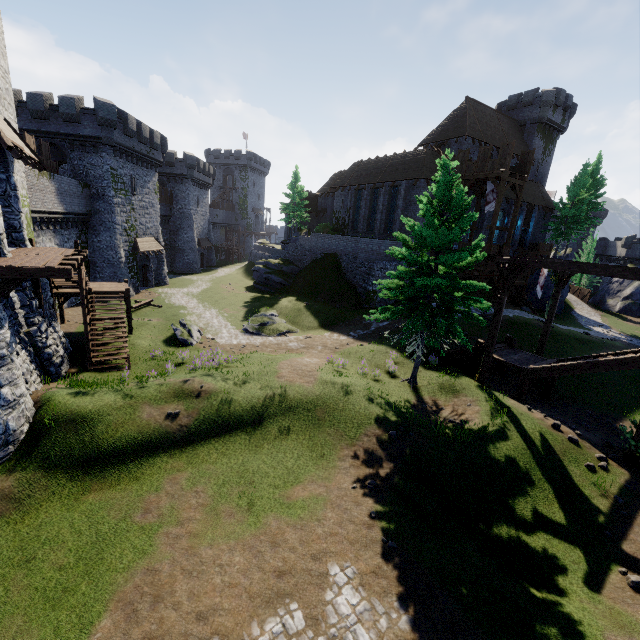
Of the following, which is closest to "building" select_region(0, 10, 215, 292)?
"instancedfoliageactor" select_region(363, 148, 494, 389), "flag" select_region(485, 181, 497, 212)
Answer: "instancedfoliageactor" select_region(363, 148, 494, 389)

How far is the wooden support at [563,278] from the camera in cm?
1794

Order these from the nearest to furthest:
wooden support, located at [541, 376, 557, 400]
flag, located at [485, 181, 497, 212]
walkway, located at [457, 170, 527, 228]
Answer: wooden support, located at [541, 376, 557, 400]
walkway, located at [457, 170, 527, 228]
flag, located at [485, 181, 497, 212]

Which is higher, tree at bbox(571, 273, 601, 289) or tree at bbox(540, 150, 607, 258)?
tree at bbox(540, 150, 607, 258)

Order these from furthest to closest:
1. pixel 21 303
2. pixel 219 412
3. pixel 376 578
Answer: pixel 21 303 < pixel 219 412 < pixel 376 578

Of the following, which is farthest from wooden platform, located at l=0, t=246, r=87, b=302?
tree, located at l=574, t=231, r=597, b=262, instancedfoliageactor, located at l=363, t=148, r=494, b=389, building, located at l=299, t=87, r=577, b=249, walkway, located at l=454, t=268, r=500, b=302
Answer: tree, located at l=574, t=231, r=597, b=262

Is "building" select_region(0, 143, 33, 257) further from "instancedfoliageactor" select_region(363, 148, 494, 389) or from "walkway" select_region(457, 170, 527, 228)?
"walkway" select_region(457, 170, 527, 228)

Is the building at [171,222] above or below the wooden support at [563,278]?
above
